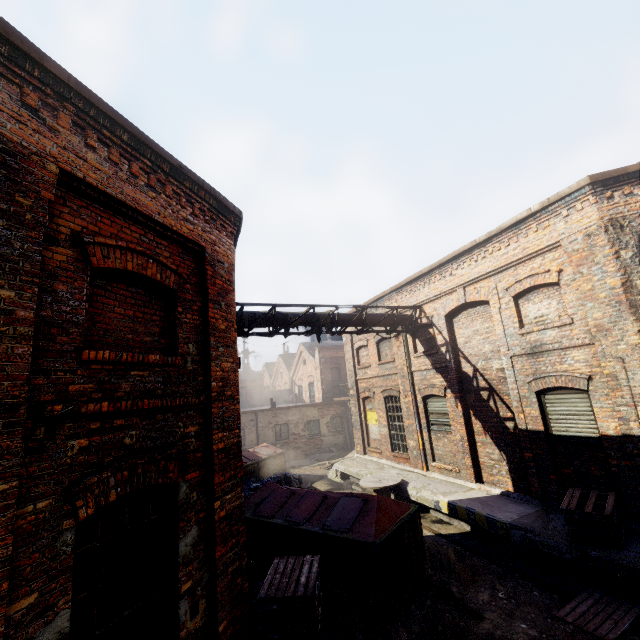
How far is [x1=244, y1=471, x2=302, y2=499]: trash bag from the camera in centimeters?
1310cm

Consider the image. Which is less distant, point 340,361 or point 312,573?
point 312,573

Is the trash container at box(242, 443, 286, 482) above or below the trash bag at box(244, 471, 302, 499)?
above

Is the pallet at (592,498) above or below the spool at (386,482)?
above

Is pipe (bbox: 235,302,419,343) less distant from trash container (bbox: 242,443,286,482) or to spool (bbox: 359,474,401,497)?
spool (bbox: 359,474,401,497)

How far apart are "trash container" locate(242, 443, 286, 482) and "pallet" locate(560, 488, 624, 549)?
11.87m

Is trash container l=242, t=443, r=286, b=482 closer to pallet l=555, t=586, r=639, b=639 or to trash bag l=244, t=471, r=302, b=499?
trash bag l=244, t=471, r=302, b=499

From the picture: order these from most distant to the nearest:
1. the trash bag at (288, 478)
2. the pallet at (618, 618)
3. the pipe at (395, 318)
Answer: the trash bag at (288, 478) < the pipe at (395, 318) < the pallet at (618, 618)
